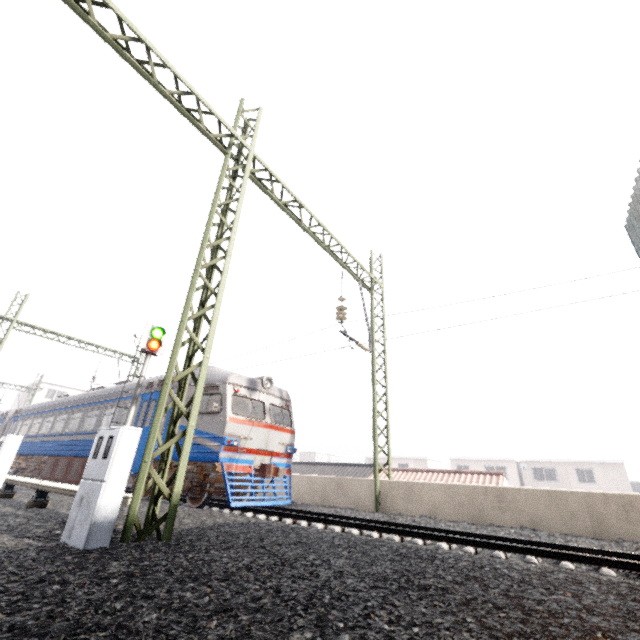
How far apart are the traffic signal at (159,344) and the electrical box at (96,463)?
6.7m

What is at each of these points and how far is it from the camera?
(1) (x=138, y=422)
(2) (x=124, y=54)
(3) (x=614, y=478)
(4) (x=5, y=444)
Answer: (1) train, 12.66m
(2) power line, 6.02m
(3) building, 33.53m
(4) electrical box, 7.41m

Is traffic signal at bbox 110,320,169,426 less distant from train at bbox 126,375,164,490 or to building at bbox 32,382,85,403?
train at bbox 126,375,164,490

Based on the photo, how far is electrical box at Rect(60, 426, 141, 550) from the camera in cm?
403

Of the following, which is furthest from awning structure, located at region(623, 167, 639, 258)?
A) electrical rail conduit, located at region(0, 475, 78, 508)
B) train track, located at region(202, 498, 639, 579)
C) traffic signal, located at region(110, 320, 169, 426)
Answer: traffic signal, located at region(110, 320, 169, 426)

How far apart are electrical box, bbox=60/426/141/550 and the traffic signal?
6.72m

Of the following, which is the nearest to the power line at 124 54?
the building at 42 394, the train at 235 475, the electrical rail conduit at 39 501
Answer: the train at 235 475

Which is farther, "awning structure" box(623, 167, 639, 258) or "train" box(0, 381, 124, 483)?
"train" box(0, 381, 124, 483)
